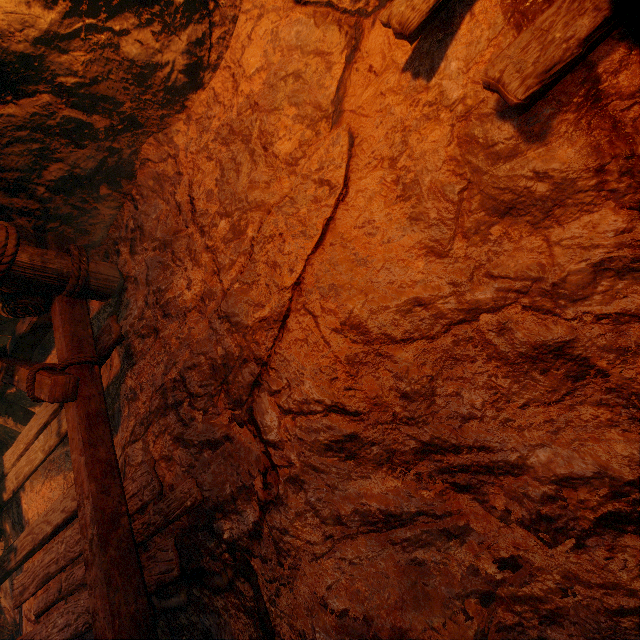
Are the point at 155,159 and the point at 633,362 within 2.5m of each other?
no
